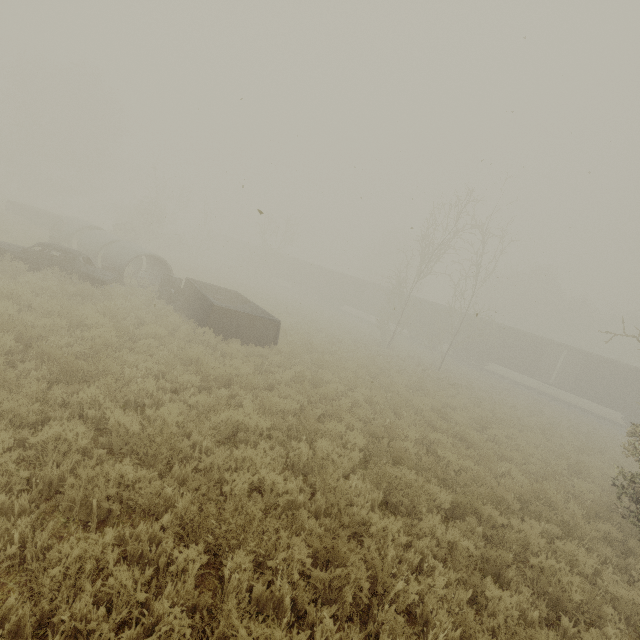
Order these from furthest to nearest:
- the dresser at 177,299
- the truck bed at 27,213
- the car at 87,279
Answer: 1. the truck bed at 27,213
2. the dresser at 177,299
3. the car at 87,279

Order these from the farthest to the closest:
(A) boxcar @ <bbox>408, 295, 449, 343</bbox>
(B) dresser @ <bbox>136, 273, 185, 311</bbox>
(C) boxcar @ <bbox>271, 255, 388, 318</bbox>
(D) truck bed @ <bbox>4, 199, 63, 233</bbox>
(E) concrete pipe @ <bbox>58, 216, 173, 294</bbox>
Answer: (C) boxcar @ <bbox>271, 255, 388, 318</bbox>, (A) boxcar @ <bbox>408, 295, 449, 343</bbox>, (D) truck bed @ <bbox>4, 199, 63, 233</bbox>, (E) concrete pipe @ <bbox>58, 216, 173, 294</bbox>, (B) dresser @ <bbox>136, 273, 185, 311</bbox>

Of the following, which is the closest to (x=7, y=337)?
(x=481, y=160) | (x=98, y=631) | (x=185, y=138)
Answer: (x=98, y=631)

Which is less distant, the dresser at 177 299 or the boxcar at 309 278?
the dresser at 177 299

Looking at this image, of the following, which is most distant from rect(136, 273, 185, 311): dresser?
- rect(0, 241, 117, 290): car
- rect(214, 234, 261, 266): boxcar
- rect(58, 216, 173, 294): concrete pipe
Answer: rect(214, 234, 261, 266): boxcar

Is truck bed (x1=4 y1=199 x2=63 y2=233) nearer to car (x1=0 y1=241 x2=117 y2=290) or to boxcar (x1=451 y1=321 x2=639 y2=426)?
car (x1=0 y1=241 x2=117 y2=290)

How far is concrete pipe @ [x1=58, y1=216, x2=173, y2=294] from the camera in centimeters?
1578cm

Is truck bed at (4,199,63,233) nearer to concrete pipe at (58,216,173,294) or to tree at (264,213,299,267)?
concrete pipe at (58,216,173,294)
